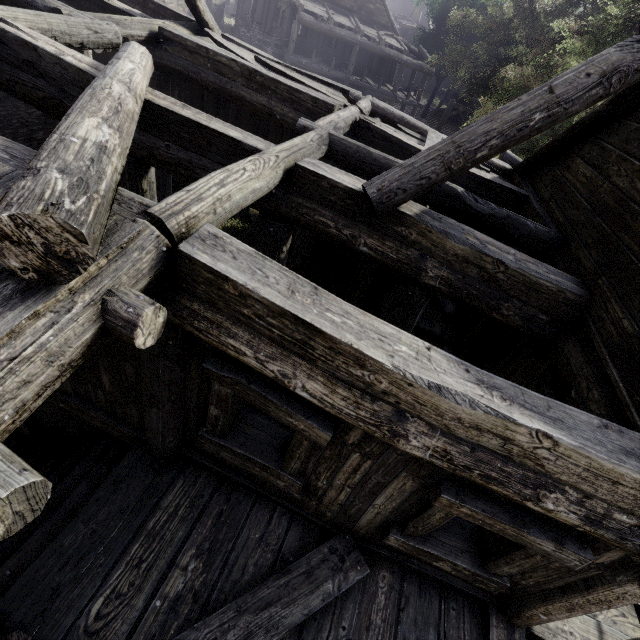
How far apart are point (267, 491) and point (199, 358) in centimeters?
216cm

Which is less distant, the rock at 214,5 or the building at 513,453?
the building at 513,453

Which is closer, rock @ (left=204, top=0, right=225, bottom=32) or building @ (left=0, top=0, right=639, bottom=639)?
building @ (left=0, top=0, right=639, bottom=639)
